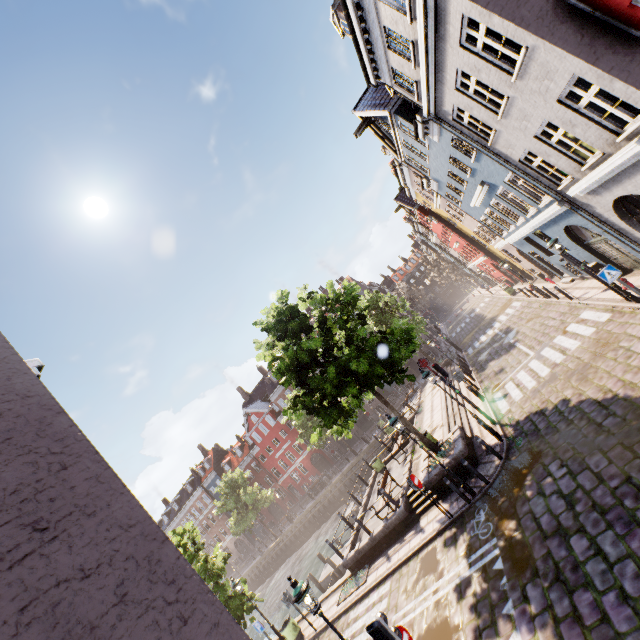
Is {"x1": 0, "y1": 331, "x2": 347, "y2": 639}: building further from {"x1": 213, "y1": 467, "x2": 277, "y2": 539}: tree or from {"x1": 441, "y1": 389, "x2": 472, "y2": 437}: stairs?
{"x1": 441, "y1": 389, "x2": 472, "y2": 437}: stairs

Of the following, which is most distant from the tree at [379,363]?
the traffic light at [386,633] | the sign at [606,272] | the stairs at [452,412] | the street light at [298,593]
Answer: the traffic light at [386,633]

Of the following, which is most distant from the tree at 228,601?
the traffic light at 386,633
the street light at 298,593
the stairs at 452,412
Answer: the traffic light at 386,633

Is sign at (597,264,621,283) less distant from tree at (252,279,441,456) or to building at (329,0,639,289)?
building at (329,0,639,289)

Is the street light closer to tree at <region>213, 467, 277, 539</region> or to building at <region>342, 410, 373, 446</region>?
tree at <region>213, 467, 277, 539</region>

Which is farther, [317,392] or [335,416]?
[335,416]

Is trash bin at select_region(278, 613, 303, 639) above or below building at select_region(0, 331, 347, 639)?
below

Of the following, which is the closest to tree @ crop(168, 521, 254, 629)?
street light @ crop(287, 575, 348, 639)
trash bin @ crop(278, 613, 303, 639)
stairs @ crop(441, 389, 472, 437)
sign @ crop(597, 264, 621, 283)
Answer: stairs @ crop(441, 389, 472, 437)
